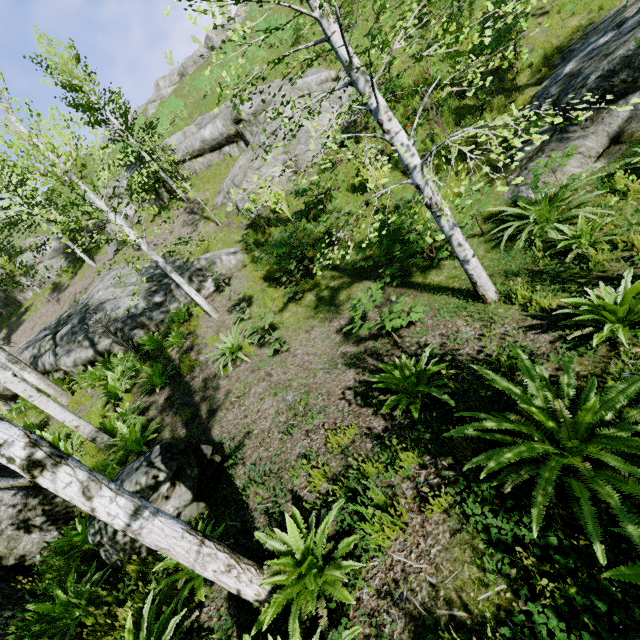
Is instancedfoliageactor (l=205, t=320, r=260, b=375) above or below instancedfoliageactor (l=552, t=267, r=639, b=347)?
above

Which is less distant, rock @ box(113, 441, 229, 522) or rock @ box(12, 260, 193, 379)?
rock @ box(113, 441, 229, 522)

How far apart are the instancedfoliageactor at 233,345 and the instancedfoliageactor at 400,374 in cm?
330

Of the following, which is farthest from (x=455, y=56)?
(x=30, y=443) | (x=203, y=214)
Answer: (x=30, y=443)

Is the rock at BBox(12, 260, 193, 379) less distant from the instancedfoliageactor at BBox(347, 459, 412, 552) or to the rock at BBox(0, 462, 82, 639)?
the instancedfoliageactor at BBox(347, 459, 412, 552)

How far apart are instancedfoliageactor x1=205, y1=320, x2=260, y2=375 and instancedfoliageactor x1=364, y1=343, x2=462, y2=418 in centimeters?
330cm

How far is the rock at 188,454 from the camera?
4.4m

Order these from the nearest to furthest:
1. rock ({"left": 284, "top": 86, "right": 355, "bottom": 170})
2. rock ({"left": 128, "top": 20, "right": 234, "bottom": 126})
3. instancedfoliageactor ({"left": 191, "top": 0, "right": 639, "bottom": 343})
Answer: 1. instancedfoliageactor ({"left": 191, "top": 0, "right": 639, "bottom": 343})
2. rock ({"left": 284, "top": 86, "right": 355, "bottom": 170})
3. rock ({"left": 128, "top": 20, "right": 234, "bottom": 126})
